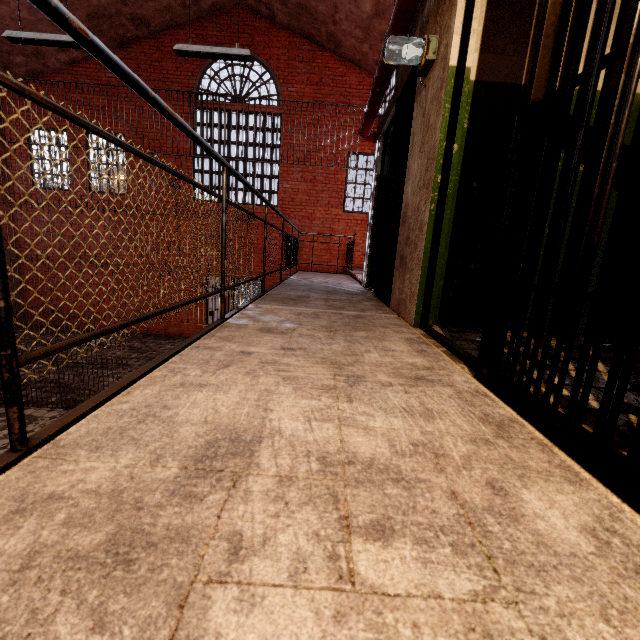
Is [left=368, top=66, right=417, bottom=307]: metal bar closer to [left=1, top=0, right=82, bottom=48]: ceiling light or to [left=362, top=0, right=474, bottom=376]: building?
[left=362, top=0, right=474, bottom=376]: building

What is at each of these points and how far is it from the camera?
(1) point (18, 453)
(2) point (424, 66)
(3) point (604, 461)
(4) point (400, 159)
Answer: (1) metal railing, 0.7m
(2) light fixture, 2.5m
(3) metal bar, 0.8m
(4) metal bar, 3.5m

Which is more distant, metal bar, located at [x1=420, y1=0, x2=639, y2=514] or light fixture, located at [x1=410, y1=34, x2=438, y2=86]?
light fixture, located at [x1=410, y1=34, x2=438, y2=86]

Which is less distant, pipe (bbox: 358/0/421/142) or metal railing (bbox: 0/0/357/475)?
metal railing (bbox: 0/0/357/475)

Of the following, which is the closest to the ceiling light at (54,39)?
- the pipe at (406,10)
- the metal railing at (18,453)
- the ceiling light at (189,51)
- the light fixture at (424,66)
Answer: the ceiling light at (189,51)

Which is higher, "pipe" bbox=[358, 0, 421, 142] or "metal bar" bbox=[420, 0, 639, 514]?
"pipe" bbox=[358, 0, 421, 142]

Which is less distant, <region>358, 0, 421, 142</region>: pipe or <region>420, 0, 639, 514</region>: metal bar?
<region>420, 0, 639, 514</region>: metal bar

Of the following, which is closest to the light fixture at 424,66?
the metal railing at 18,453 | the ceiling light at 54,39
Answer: the metal railing at 18,453
